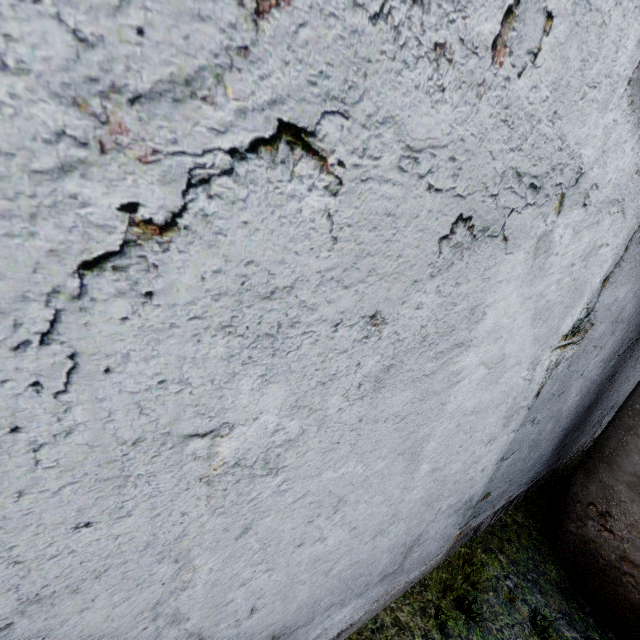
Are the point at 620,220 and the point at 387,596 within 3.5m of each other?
no
